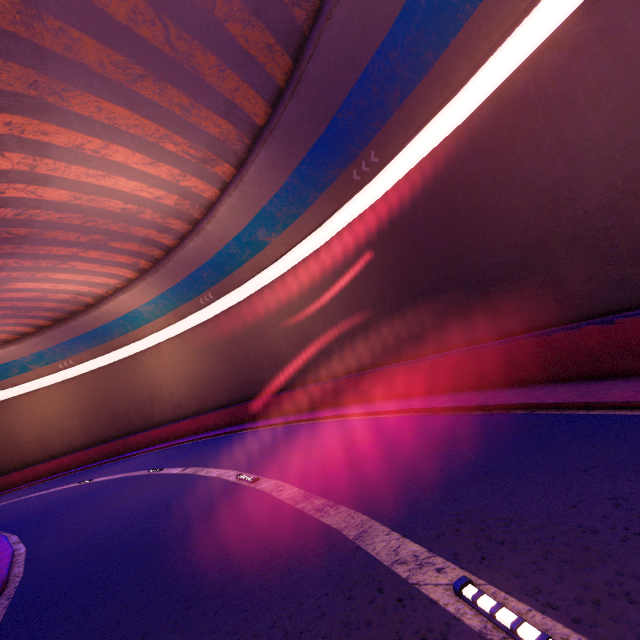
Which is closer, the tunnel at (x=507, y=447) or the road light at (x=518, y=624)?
the road light at (x=518, y=624)

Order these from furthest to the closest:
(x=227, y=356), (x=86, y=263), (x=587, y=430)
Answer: (x=227, y=356), (x=86, y=263), (x=587, y=430)

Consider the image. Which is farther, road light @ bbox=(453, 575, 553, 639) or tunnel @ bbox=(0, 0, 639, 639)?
tunnel @ bbox=(0, 0, 639, 639)
